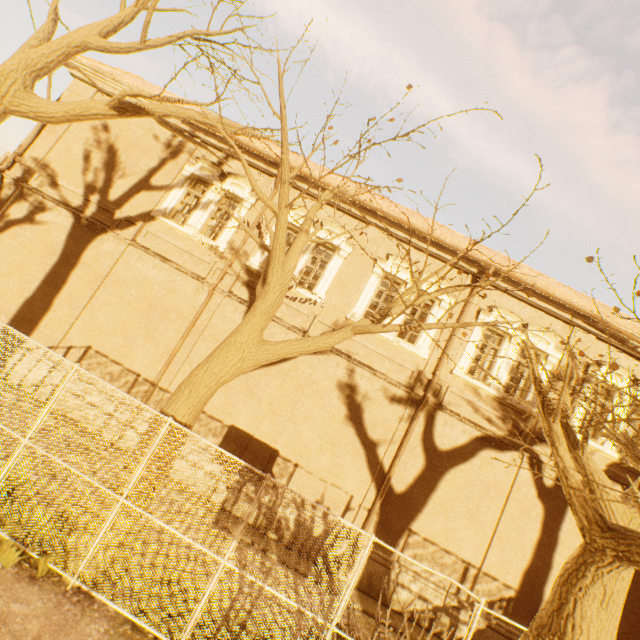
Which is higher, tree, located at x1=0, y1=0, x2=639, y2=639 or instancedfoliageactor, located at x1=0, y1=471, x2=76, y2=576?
tree, located at x1=0, y1=0, x2=639, y2=639

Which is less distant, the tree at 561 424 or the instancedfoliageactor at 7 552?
the tree at 561 424

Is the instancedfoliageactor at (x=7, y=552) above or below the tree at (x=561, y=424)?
below

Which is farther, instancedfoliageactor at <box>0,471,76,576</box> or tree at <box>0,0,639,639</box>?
instancedfoliageactor at <box>0,471,76,576</box>

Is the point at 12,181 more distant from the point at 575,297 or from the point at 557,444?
the point at 575,297
